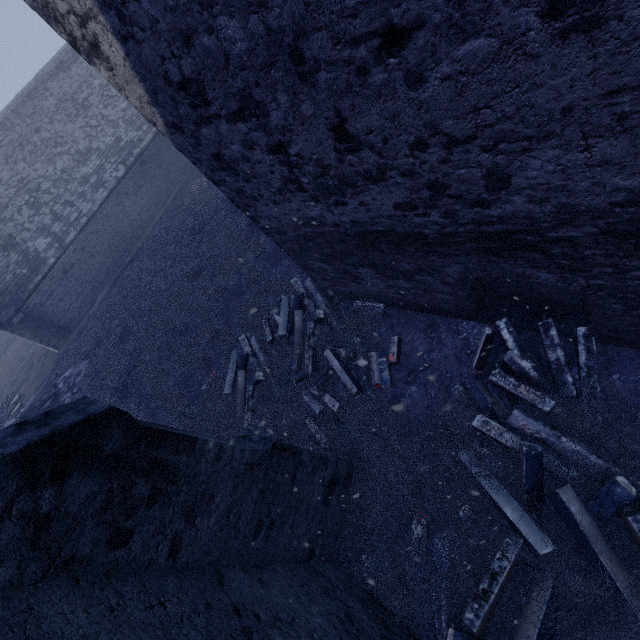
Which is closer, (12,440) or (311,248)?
(12,440)

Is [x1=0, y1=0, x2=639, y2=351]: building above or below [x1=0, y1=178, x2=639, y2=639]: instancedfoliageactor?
above

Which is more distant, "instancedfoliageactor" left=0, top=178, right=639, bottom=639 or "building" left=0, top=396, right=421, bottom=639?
"instancedfoliageactor" left=0, top=178, right=639, bottom=639

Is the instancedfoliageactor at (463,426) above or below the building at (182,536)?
below
